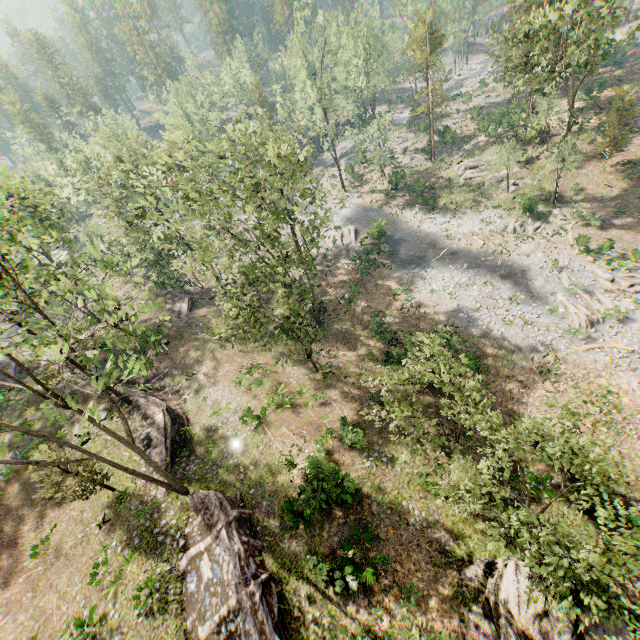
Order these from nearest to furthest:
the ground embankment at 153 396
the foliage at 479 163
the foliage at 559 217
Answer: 1. the ground embankment at 153 396
2. the foliage at 559 217
3. the foliage at 479 163

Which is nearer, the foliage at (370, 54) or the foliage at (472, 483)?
the foliage at (472, 483)

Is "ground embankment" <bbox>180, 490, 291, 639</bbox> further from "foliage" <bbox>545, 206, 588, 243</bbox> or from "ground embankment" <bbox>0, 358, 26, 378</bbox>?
"ground embankment" <bbox>0, 358, 26, 378</bbox>

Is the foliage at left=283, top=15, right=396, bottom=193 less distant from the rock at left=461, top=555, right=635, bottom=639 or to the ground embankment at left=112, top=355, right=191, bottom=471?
the ground embankment at left=112, top=355, right=191, bottom=471

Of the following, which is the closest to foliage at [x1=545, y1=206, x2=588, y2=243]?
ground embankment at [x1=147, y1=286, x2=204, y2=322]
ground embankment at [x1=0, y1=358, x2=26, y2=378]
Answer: ground embankment at [x1=0, y1=358, x2=26, y2=378]

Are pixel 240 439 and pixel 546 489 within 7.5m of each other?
no

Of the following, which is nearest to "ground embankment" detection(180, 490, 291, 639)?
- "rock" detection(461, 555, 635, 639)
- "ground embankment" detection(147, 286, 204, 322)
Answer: "rock" detection(461, 555, 635, 639)
